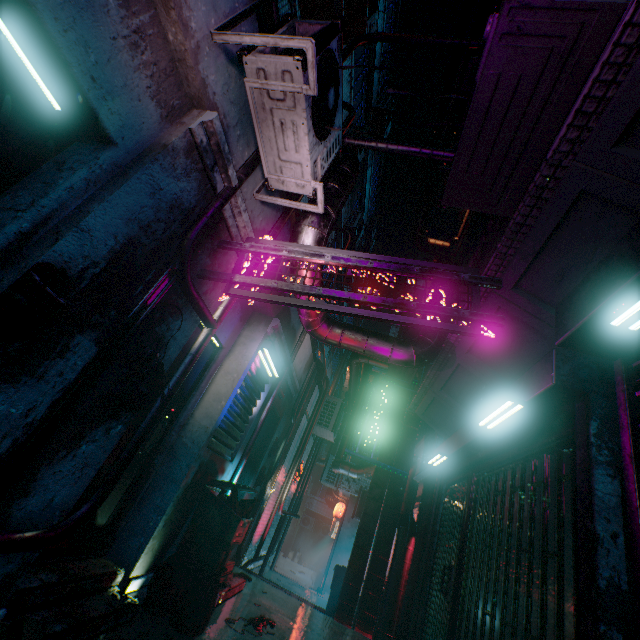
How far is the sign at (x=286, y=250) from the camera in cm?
217

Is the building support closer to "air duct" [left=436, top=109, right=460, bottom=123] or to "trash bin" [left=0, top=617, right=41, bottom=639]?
"air duct" [left=436, top=109, right=460, bottom=123]

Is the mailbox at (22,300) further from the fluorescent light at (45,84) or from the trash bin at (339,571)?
the trash bin at (339,571)

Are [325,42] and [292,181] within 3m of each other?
yes

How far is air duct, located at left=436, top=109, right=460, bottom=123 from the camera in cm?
472

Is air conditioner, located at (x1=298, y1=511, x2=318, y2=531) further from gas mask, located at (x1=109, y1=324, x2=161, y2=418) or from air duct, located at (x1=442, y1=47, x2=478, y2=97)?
gas mask, located at (x1=109, y1=324, x2=161, y2=418)

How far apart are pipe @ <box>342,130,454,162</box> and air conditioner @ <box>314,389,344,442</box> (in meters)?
6.73

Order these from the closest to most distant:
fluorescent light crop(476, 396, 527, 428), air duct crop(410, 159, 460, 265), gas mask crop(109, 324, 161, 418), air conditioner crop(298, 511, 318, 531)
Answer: gas mask crop(109, 324, 161, 418), fluorescent light crop(476, 396, 527, 428), air duct crop(410, 159, 460, 265), air conditioner crop(298, 511, 318, 531)
